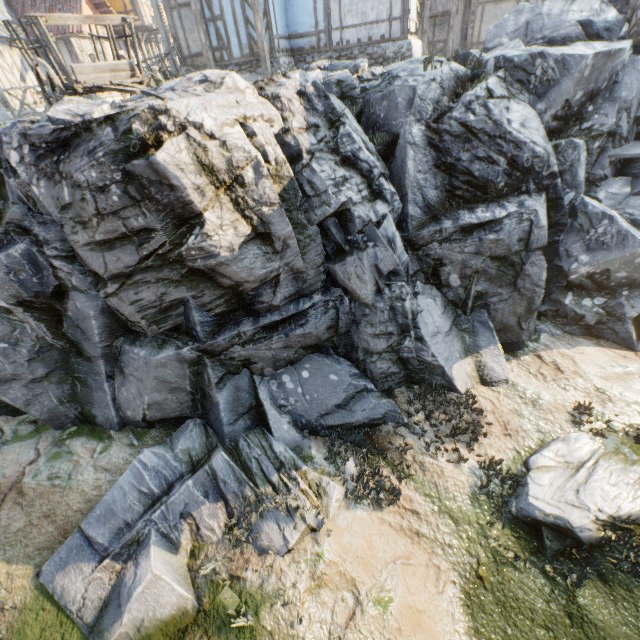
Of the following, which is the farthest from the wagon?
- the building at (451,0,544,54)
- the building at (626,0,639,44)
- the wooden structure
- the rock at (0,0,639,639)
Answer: the building at (451,0,544,54)

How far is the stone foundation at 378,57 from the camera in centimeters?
1253cm

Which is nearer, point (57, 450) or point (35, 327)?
point (35, 327)

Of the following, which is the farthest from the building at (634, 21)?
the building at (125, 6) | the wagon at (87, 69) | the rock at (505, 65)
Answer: the building at (125, 6)

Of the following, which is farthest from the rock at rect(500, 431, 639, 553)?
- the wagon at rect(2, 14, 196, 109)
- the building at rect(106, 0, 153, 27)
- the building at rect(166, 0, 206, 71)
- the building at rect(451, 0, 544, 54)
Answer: the building at rect(106, 0, 153, 27)

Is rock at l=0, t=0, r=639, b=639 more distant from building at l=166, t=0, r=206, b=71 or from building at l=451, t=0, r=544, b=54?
building at l=451, t=0, r=544, b=54

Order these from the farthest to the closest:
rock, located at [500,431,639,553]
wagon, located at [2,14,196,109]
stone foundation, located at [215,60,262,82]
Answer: stone foundation, located at [215,60,262,82]
rock, located at [500,431,639,553]
wagon, located at [2,14,196,109]

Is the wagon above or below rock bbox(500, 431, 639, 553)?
above
